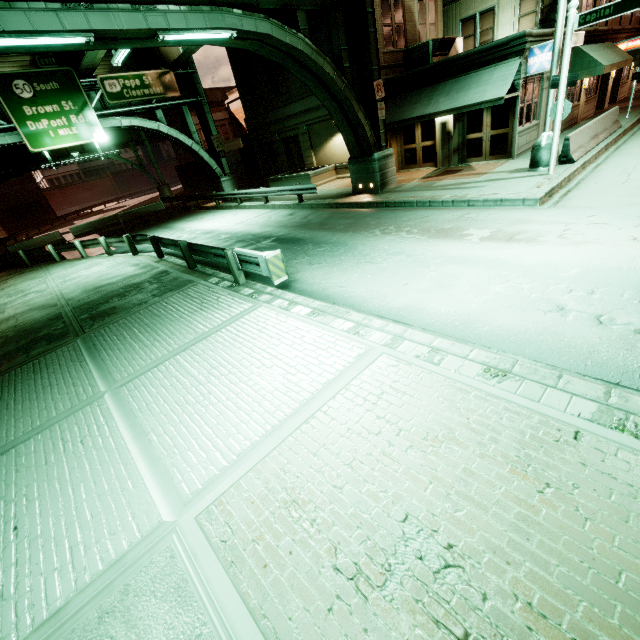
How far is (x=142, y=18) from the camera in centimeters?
832cm

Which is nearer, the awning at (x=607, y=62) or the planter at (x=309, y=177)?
the awning at (x=607, y=62)

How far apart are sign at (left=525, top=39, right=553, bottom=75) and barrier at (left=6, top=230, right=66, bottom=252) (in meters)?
34.56

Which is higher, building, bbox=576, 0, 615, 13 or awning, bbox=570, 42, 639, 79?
building, bbox=576, 0, 615, 13

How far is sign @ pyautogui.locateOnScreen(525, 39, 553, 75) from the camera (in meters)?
13.09

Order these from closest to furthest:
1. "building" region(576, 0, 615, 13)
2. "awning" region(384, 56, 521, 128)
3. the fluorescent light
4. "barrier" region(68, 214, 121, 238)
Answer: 1. the fluorescent light
2. "awning" region(384, 56, 521, 128)
3. "building" region(576, 0, 615, 13)
4. "barrier" region(68, 214, 121, 238)

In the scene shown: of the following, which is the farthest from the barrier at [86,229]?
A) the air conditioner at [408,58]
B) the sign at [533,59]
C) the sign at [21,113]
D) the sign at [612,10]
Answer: the sign at [612,10]

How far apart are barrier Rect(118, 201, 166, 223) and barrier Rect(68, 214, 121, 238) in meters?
0.5 m
